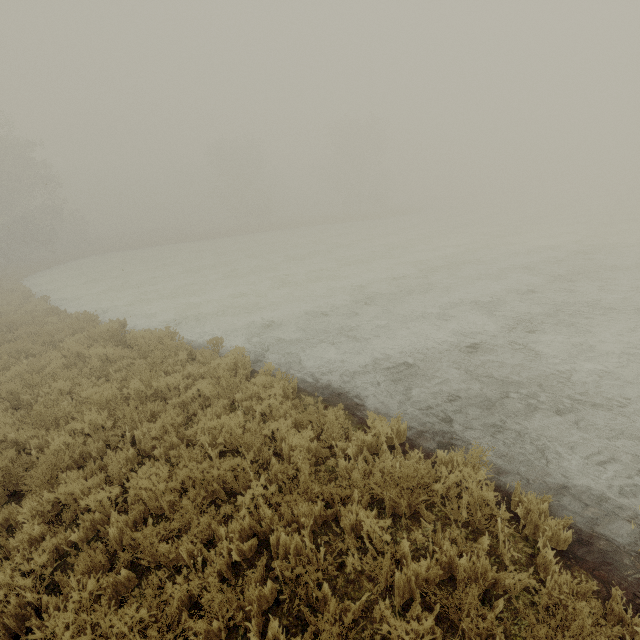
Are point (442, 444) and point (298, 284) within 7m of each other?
no
